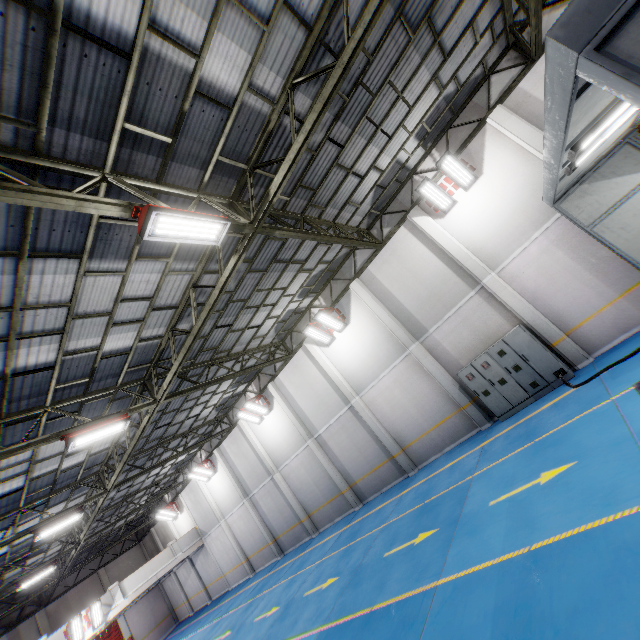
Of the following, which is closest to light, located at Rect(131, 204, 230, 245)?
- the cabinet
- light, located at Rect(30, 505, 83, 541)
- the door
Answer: the cabinet

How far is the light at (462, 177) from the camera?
11.0 meters

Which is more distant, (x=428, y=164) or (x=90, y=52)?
(x=428, y=164)

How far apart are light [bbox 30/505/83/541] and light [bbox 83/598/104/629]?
9.9 meters

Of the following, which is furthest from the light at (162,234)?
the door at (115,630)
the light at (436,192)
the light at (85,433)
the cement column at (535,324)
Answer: the door at (115,630)

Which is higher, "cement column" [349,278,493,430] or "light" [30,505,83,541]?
"light" [30,505,83,541]

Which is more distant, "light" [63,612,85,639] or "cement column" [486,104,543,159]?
"light" [63,612,85,639]

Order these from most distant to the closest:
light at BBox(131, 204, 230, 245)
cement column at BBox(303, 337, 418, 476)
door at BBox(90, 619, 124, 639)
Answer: door at BBox(90, 619, 124, 639)
cement column at BBox(303, 337, 418, 476)
light at BBox(131, 204, 230, 245)
